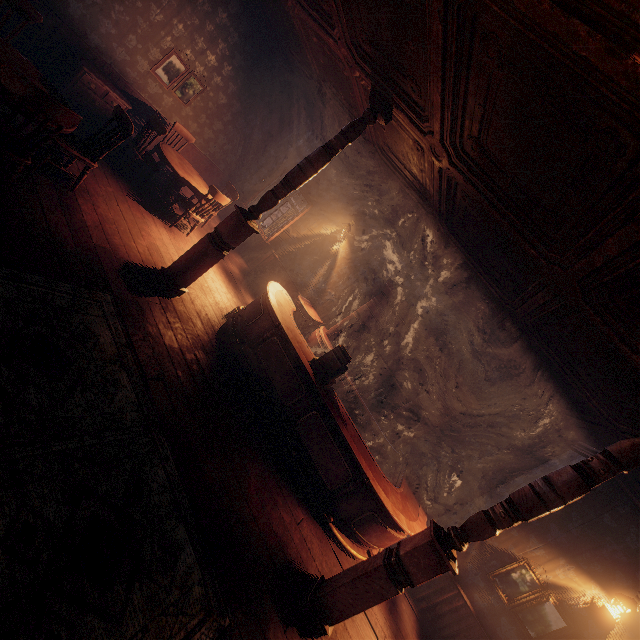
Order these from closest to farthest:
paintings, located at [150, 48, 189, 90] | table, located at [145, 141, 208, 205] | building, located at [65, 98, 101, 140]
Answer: building, located at [65, 98, 101, 140] → table, located at [145, 141, 208, 205] → paintings, located at [150, 48, 189, 90]

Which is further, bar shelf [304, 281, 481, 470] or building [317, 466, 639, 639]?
bar shelf [304, 281, 481, 470]

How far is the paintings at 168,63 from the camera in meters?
6.6

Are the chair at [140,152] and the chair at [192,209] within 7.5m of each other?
yes

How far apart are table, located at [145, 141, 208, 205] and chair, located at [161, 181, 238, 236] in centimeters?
29cm

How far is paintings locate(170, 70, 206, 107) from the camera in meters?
7.1 m

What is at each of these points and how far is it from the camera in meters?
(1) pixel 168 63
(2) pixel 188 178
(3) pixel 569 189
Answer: (1) paintings, 6.7 m
(2) table, 6.4 m
(3) building, 2.2 m

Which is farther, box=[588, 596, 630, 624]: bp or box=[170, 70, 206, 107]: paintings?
box=[170, 70, 206, 107]: paintings
